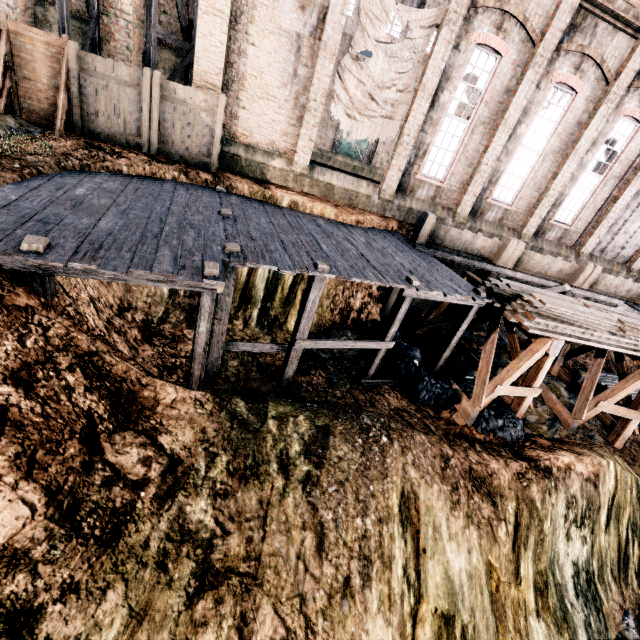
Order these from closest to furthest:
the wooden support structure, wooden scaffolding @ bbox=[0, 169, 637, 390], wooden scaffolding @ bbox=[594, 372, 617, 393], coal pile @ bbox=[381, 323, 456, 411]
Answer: wooden scaffolding @ bbox=[0, 169, 637, 390] < coal pile @ bbox=[381, 323, 456, 411] < the wooden support structure < wooden scaffolding @ bbox=[594, 372, 617, 393]

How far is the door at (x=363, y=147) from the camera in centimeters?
3181cm

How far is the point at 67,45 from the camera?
10.7m

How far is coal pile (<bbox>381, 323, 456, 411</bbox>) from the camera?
11.8m

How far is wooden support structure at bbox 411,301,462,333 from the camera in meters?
13.6 m

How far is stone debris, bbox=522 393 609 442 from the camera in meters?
12.4

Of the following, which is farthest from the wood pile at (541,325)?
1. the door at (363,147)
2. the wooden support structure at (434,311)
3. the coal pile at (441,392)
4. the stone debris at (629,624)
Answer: the door at (363,147)

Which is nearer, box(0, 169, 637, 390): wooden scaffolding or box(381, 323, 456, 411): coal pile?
box(0, 169, 637, 390): wooden scaffolding
